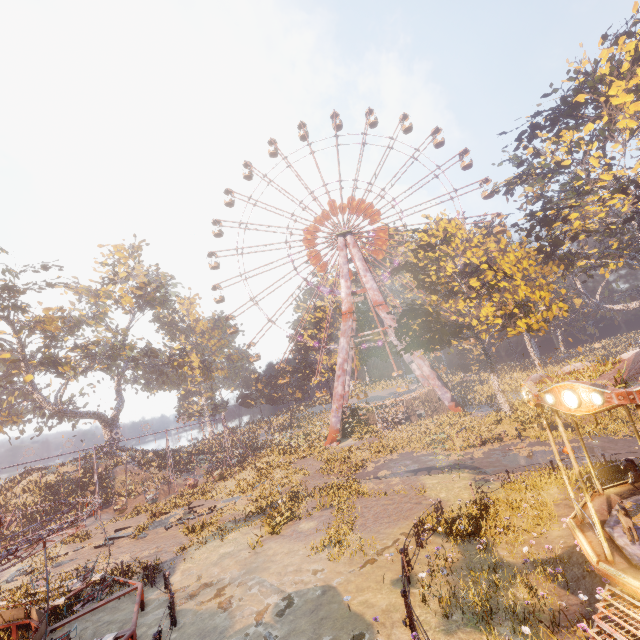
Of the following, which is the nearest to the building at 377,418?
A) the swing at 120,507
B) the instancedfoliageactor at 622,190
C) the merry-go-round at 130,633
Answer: the swing at 120,507

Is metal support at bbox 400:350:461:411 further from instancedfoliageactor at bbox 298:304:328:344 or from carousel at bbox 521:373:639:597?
carousel at bbox 521:373:639:597

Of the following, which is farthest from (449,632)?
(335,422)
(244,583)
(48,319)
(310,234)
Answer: (310,234)

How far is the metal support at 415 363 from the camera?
36.6 meters

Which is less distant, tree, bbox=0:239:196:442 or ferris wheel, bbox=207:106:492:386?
tree, bbox=0:239:196:442

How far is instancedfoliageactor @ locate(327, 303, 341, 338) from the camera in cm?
5494

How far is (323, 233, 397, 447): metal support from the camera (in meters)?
38.88

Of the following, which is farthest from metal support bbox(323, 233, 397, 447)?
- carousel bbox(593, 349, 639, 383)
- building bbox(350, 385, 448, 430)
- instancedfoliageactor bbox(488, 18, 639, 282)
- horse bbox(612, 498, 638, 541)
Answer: horse bbox(612, 498, 638, 541)
